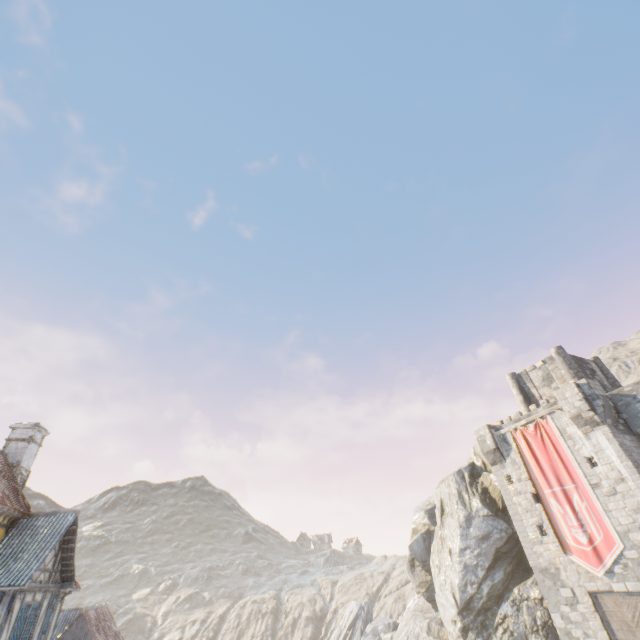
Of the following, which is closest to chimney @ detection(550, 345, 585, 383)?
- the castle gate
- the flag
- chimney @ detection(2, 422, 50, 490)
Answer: the flag

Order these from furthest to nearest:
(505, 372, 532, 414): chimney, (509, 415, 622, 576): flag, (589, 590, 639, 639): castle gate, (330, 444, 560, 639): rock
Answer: (505, 372, 532, 414): chimney → (330, 444, 560, 639): rock → (509, 415, 622, 576): flag → (589, 590, 639, 639): castle gate

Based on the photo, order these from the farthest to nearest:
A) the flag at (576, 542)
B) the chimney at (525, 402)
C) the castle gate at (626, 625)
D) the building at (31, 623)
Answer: the chimney at (525, 402) < the flag at (576, 542) < the castle gate at (626, 625) < the building at (31, 623)

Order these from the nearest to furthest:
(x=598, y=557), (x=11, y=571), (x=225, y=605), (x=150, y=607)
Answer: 1. (x=11, y=571)
2. (x=598, y=557)
3. (x=150, y=607)
4. (x=225, y=605)

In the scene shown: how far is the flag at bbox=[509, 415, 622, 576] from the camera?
18.83m

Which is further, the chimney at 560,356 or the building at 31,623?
the chimney at 560,356

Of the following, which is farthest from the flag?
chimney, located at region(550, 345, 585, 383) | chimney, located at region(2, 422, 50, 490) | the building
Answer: chimney, located at region(2, 422, 50, 490)

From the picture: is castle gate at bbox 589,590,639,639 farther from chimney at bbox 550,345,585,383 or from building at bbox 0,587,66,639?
building at bbox 0,587,66,639
